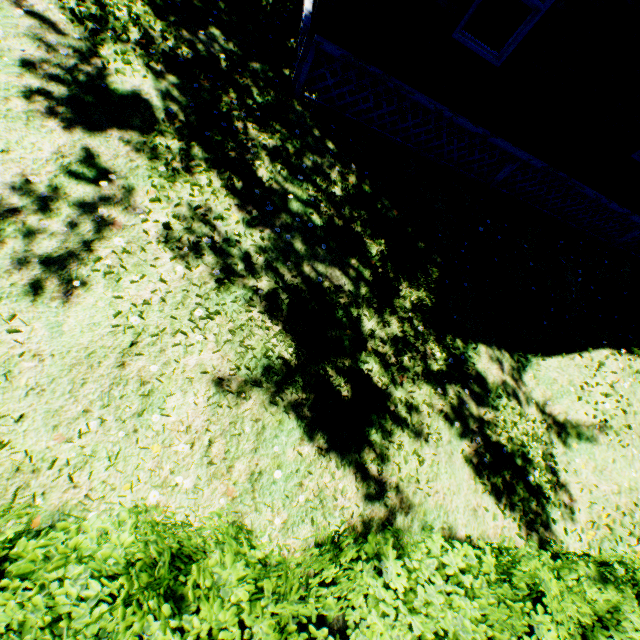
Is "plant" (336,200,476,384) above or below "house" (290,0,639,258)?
below

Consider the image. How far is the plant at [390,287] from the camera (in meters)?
4.93

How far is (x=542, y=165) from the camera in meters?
7.1

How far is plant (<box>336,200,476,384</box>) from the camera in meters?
4.9 m

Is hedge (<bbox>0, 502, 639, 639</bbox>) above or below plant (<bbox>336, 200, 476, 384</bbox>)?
above

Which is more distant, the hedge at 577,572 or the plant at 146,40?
the plant at 146,40

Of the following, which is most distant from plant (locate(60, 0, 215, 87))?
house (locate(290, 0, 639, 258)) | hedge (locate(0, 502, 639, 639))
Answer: house (locate(290, 0, 639, 258))
